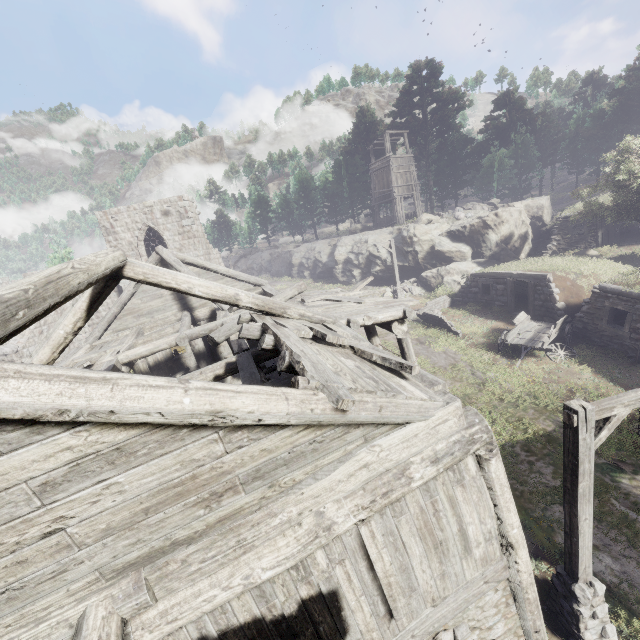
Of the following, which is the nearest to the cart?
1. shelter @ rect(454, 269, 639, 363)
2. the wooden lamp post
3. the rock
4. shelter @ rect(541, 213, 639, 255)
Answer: shelter @ rect(454, 269, 639, 363)

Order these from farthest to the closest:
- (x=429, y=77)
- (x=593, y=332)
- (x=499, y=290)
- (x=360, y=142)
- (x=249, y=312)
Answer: (x=360, y=142) < (x=429, y=77) < (x=499, y=290) < (x=593, y=332) < (x=249, y=312)

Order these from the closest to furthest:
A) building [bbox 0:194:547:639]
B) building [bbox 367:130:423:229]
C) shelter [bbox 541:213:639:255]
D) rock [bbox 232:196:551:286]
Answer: building [bbox 0:194:547:639], shelter [bbox 541:213:639:255], rock [bbox 232:196:551:286], building [bbox 367:130:423:229]

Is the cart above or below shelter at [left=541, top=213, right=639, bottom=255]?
below

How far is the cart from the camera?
14.16m

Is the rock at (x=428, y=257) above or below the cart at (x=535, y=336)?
above

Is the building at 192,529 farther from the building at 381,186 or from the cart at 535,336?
the building at 381,186

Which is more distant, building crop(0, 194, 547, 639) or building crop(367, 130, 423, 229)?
building crop(367, 130, 423, 229)
